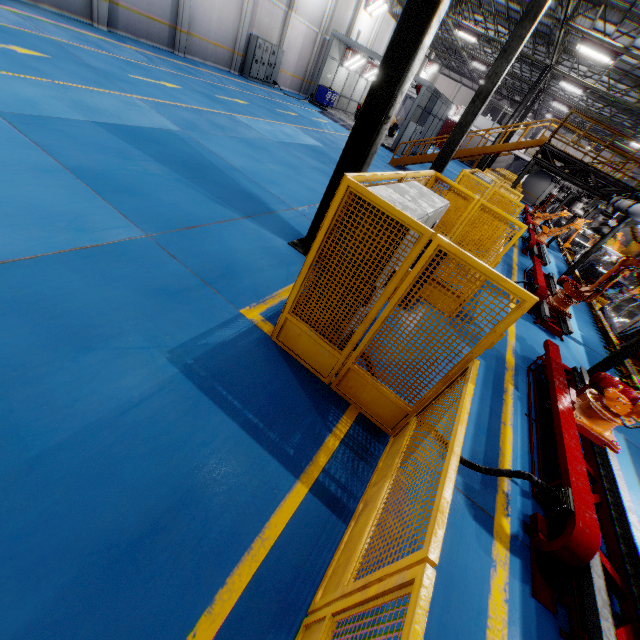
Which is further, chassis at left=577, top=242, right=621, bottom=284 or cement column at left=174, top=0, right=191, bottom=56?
cement column at left=174, top=0, right=191, bottom=56

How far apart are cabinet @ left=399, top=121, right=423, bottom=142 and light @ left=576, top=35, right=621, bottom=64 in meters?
9.2 m

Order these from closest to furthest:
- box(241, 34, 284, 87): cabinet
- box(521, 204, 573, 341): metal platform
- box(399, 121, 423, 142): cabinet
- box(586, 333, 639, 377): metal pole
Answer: box(586, 333, 639, 377): metal pole
box(521, 204, 573, 341): metal platform
box(241, 34, 284, 87): cabinet
box(399, 121, 423, 142): cabinet

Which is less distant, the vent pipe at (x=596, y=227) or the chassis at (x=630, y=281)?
the vent pipe at (x=596, y=227)

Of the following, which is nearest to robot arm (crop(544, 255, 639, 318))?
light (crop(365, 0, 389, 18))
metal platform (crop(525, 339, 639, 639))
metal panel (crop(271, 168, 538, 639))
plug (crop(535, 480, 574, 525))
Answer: metal platform (crop(525, 339, 639, 639))

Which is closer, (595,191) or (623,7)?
(623,7)

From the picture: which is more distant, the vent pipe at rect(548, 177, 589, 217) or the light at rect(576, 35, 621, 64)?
the vent pipe at rect(548, 177, 589, 217)

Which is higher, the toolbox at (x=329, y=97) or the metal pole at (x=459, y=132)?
the metal pole at (x=459, y=132)
